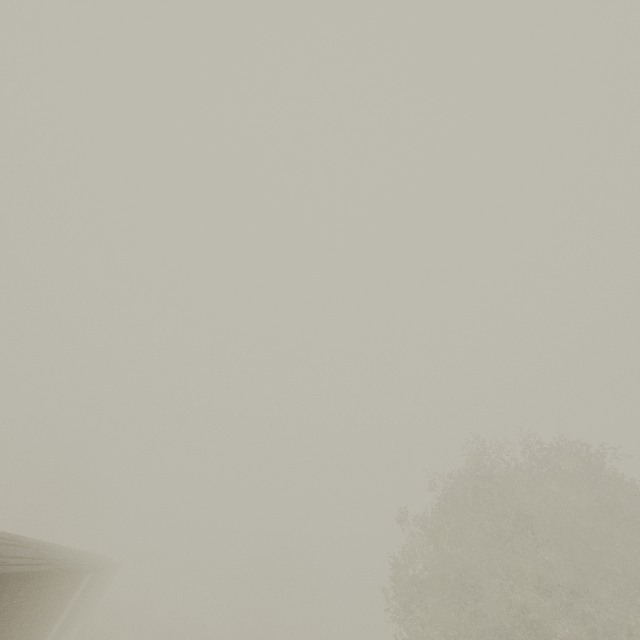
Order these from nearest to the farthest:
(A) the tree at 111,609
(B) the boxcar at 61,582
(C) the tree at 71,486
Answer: (B) the boxcar at 61,582
(A) the tree at 111,609
(C) the tree at 71,486

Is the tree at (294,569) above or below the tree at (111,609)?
above

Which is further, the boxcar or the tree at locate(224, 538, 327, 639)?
the tree at locate(224, 538, 327, 639)

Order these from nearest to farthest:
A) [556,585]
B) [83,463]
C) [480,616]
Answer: [480,616] < [556,585] < [83,463]

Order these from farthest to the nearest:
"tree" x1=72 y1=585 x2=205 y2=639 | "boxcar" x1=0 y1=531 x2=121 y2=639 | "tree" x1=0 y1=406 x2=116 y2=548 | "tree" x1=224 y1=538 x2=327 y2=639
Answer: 1. "tree" x1=224 y1=538 x2=327 y2=639
2. "tree" x1=0 y1=406 x2=116 y2=548
3. "tree" x1=72 y1=585 x2=205 y2=639
4. "boxcar" x1=0 y1=531 x2=121 y2=639

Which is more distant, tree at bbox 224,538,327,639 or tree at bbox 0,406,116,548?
tree at bbox 224,538,327,639

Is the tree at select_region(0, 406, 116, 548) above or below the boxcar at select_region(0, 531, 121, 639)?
above
